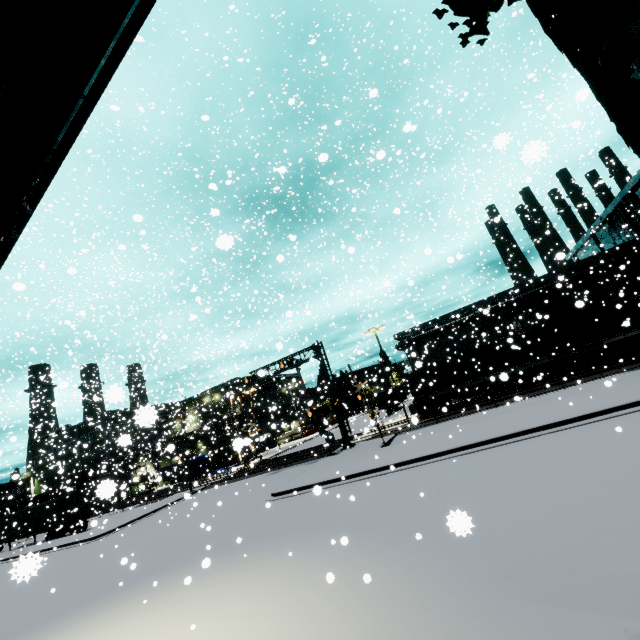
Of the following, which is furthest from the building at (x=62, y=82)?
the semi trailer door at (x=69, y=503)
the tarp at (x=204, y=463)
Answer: the semi trailer door at (x=69, y=503)

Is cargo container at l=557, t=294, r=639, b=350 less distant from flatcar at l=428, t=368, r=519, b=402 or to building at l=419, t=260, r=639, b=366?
flatcar at l=428, t=368, r=519, b=402

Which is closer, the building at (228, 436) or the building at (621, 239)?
the building at (228, 436)

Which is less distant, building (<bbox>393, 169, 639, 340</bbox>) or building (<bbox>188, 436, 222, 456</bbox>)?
building (<bbox>393, 169, 639, 340</bbox>)

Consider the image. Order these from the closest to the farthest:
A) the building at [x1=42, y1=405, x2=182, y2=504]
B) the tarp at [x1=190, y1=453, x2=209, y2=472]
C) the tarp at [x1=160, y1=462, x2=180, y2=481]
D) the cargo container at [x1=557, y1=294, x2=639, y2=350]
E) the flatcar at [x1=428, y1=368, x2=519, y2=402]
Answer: the building at [x1=42, y1=405, x2=182, y2=504], the cargo container at [x1=557, y1=294, x2=639, y2=350], the flatcar at [x1=428, y1=368, x2=519, y2=402], the tarp at [x1=160, y1=462, x2=180, y2=481], the tarp at [x1=190, y1=453, x2=209, y2=472]

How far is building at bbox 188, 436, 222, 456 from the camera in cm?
3902

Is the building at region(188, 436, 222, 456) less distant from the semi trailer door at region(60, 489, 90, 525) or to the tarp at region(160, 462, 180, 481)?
the tarp at region(160, 462, 180, 481)

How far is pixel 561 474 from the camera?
8.45m
